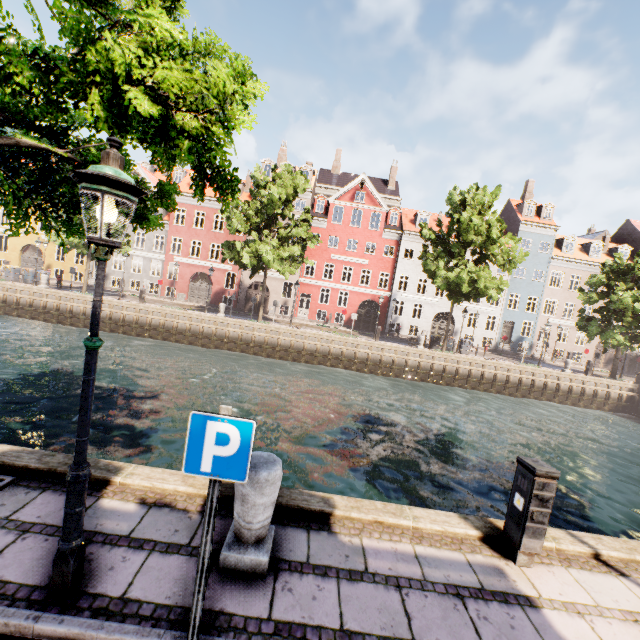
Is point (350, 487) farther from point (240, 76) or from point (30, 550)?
point (240, 76)

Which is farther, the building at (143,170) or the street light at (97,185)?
the building at (143,170)

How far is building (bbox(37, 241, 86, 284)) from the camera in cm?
3353

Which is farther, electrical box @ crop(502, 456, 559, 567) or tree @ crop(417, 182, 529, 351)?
tree @ crop(417, 182, 529, 351)

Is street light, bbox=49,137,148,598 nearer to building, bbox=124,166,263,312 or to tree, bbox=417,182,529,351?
tree, bbox=417,182,529,351

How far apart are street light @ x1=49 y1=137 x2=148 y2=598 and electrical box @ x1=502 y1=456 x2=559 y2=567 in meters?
4.8 m

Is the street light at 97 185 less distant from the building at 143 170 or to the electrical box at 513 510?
the electrical box at 513 510

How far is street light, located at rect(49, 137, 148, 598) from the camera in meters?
2.4
